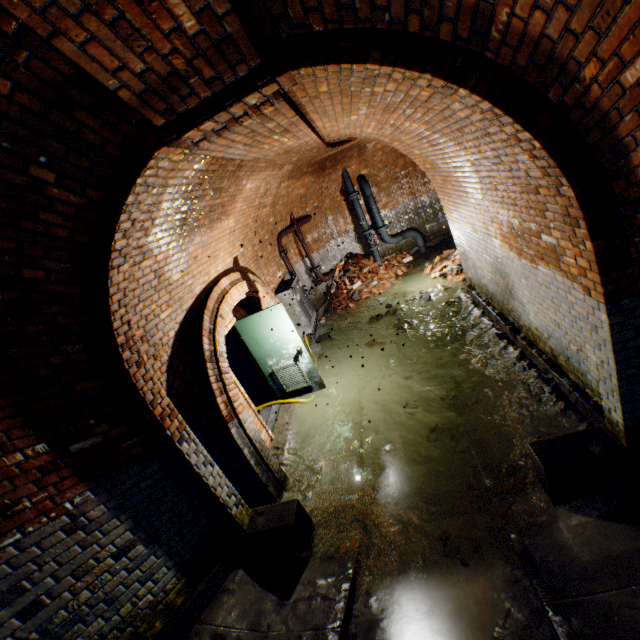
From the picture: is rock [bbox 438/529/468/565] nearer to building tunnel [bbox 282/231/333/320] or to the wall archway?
building tunnel [bbox 282/231/333/320]

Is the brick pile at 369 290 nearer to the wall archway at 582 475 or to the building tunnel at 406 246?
the building tunnel at 406 246

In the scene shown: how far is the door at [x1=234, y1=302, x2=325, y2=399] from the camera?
6.3 meters

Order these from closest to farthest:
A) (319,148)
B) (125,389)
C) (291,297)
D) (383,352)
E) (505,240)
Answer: (125,389) < (505,240) < (319,148) < (383,352) < (291,297)

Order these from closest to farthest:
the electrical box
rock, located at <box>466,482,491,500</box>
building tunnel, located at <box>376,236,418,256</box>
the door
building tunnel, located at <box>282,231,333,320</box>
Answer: rock, located at <box>466,482,491,500</box> → the door → the electrical box → building tunnel, located at <box>282,231,333,320</box> → building tunnel, located at <box>376,236,418,256</box>

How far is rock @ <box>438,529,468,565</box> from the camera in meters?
3.2

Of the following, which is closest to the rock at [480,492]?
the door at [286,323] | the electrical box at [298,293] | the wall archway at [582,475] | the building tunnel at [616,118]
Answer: the building tunnel at [616,118]

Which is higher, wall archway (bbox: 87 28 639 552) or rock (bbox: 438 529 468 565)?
wall archway (bbox: 87 28 639 552)
